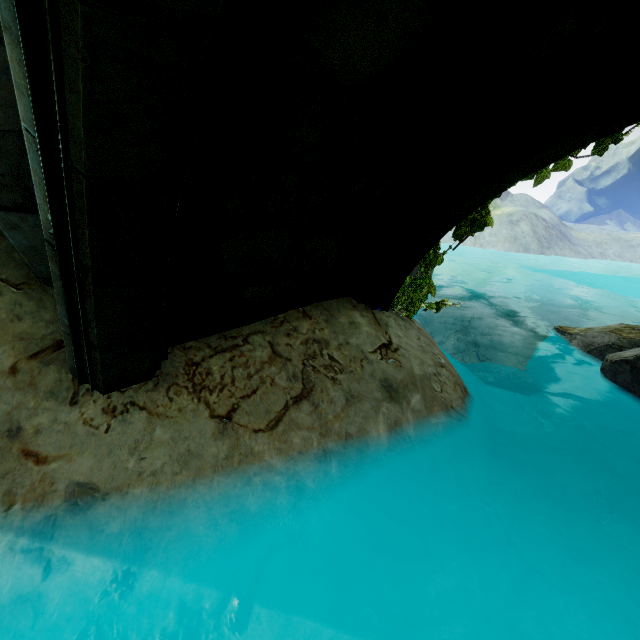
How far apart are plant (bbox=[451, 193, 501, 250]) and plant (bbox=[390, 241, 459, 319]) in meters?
0.3 m

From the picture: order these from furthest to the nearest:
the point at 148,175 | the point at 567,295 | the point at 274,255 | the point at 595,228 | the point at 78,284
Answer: the point at 595,228
the point at 567,295
the point at 274,255
the point at 78,284
the point at 148,175

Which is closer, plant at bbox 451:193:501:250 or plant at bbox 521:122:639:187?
plant at bbox 521:122:639:187

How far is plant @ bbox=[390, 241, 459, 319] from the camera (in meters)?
4.57

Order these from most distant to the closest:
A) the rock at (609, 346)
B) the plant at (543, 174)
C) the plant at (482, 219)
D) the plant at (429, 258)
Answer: the rock at (609, 346), the plant at (429, 258), the plant at (482, 219), the plant at (543, 174)

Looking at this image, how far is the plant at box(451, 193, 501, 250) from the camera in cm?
386

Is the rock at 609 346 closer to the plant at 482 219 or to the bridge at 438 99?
the bridge at 438 99

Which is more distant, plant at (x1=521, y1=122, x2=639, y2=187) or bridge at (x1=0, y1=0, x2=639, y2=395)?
plant at (x1=521, y1=122, x2=639, y2=187)
